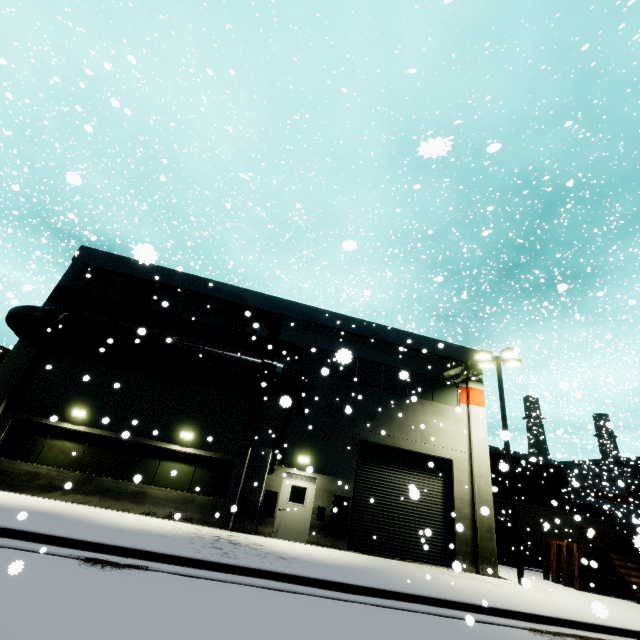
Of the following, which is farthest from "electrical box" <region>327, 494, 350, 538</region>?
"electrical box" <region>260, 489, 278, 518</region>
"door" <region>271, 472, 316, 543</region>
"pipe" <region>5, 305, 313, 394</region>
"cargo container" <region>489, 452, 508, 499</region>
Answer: "cargo container" <region>489, 452, 508, 499</region>

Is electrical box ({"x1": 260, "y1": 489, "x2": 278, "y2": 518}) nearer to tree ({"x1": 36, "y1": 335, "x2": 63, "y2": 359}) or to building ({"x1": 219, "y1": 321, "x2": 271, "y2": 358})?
building ({"x1": 219, "y1": 321, "x2": 271, "y2": 358})

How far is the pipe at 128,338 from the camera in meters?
13.7

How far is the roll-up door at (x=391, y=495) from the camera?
14.12m

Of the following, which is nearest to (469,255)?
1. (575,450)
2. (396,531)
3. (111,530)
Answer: (396,531)

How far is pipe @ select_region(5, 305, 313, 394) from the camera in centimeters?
1374cm

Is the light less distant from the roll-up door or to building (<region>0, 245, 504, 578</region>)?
building (<region>0, 245, 504, 578</region>)

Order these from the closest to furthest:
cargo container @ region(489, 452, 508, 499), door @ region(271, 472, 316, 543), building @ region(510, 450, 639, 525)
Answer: cargo container @ region(489, 452, 508, 499)
door @ region(271, 472, 316, 543)
building @ region(510, 450, 639, 525)
